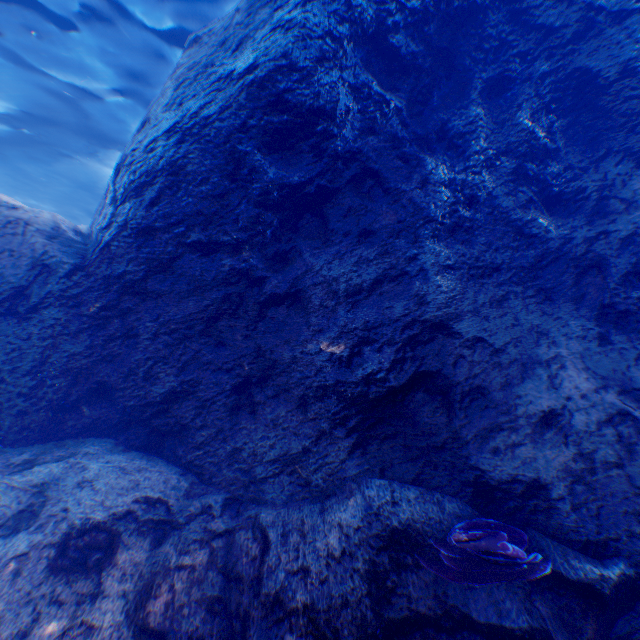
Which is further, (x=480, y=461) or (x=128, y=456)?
(x=128, y=456)

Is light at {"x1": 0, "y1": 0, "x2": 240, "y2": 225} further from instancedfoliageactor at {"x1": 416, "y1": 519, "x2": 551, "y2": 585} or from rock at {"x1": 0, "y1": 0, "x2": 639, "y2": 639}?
instancedfoliageactor at {"x1": 416, "y1": 519, "x2": 551, "y2": 585}

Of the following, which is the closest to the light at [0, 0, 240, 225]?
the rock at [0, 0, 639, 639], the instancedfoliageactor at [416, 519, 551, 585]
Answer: the rock at [0, 0, 639, 639]

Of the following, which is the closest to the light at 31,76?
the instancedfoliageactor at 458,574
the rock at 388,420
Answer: the rock at 388,420

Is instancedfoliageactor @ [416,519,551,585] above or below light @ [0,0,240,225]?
below

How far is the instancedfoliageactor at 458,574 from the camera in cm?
269

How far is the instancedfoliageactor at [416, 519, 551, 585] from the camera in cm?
269
